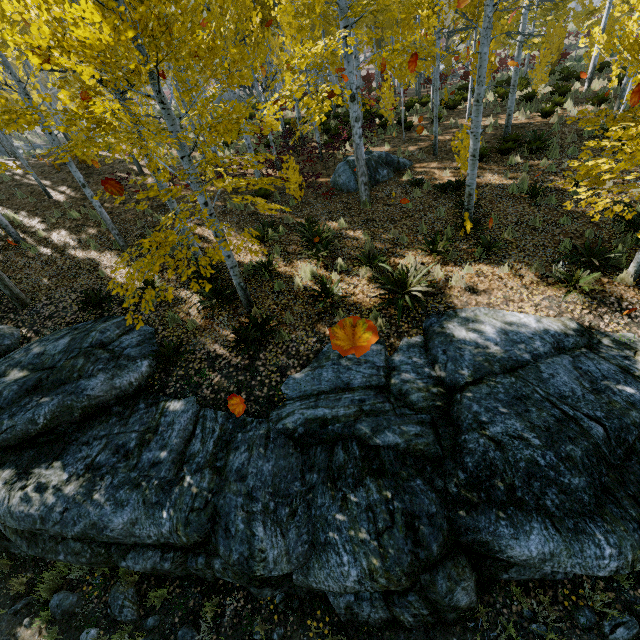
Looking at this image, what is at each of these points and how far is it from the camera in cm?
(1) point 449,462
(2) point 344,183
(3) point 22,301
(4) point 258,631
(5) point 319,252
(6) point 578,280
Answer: (1) rock, 478
(2) rock, 1207
(3) instancedfoliageactor, 895
(4) instancedfoliageactor, 504
(5) instancedfoliageactor, 888
(6) instancedfoliageactor, 632

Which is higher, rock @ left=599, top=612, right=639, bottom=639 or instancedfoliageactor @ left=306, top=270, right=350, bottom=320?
instancedfoliageactor @ left=306, top=270, right=350, bottom=320

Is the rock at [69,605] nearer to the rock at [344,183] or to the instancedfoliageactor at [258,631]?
the instancedfoliageactor at [258,631]

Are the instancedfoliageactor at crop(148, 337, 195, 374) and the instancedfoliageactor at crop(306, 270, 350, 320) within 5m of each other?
yes

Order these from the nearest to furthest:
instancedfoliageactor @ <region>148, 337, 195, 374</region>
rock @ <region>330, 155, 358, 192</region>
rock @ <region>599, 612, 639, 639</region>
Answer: rock @ <region>599, 612, 639, 639</region> < instancedfoliageactor @ <region>148, 337, 195, 374</region> < rock @ <region>330, 155, 358, 192</region>

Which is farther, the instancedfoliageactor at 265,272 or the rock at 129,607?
the instancedfoliageactor at 265,272

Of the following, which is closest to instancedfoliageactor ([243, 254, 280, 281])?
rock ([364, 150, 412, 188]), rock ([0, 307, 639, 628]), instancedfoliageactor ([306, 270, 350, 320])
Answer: rock ([0, 307, 639, 628])

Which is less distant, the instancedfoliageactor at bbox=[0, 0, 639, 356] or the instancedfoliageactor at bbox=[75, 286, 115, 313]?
the instancedfoliageactor at bbox=[0, 0, 639, 356]
